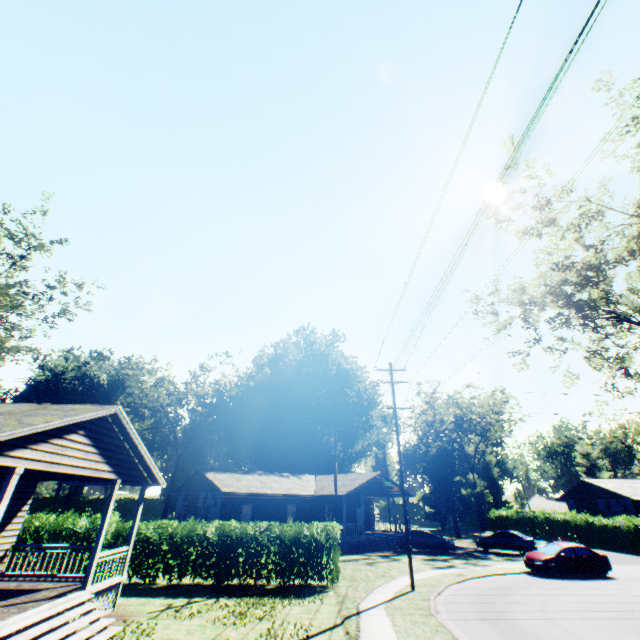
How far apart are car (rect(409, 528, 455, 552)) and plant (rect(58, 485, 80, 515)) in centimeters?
5360cm

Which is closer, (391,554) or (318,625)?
(318,625)

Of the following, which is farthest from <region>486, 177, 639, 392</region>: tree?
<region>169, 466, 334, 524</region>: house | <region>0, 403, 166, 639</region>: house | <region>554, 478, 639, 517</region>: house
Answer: <region>554, 478, 639, 517</region>: house

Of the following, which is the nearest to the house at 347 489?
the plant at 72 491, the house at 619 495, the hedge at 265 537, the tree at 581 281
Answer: the hedge at 265 537

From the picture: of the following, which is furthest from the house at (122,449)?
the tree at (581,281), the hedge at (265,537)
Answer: the tree at (581,281)

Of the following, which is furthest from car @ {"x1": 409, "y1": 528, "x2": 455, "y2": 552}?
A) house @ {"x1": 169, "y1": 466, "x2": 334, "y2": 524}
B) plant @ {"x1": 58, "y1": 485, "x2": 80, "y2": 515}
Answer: plant @ {"x1": 58, "y1": 485, "x2": 80, "y2": 515}

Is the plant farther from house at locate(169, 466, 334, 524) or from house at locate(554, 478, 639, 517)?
house at locate(554, 478, 639, 517)

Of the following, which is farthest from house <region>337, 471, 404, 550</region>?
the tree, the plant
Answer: the plant
